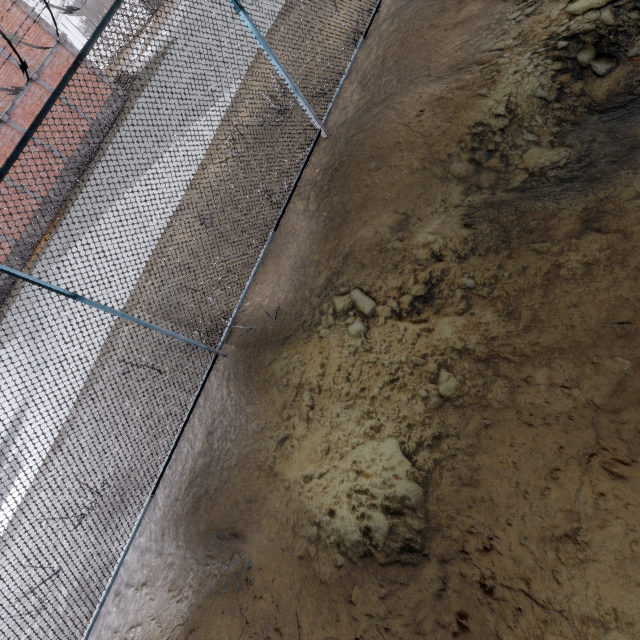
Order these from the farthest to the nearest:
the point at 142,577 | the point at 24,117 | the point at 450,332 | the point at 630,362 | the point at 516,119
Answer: the point at 24,117, the point at 142,577, the point at 516,119, the point at 450,332, the point at 630,362

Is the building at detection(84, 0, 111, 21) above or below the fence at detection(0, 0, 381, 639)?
above

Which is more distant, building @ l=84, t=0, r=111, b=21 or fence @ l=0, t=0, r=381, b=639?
building @ l=84, t=0, r=111, b=21

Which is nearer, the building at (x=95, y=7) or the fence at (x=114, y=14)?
the fence at (x=114, y=14)

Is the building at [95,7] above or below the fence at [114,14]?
above
